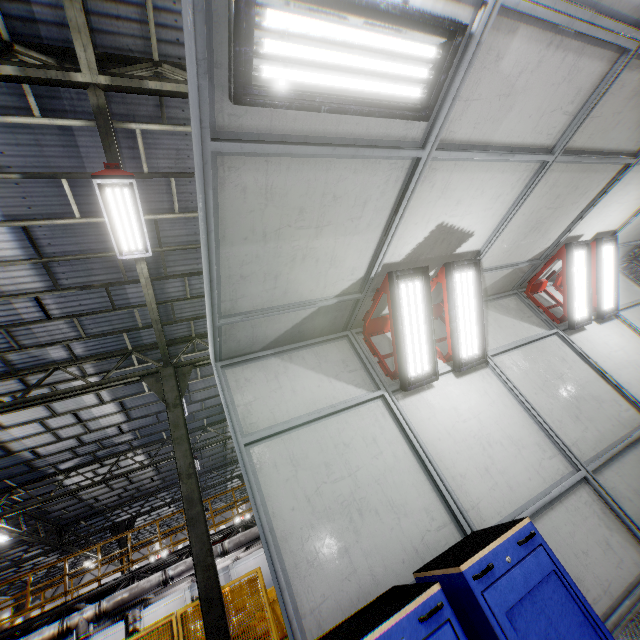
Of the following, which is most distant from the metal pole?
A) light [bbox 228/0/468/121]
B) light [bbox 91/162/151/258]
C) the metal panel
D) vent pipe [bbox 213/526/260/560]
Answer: light [bbox 228/0/468/121]

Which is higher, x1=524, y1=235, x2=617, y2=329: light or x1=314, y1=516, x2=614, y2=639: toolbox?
x1=524, y1=235, x2=617, y2=329: light

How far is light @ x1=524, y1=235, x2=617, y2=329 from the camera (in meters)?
5.84

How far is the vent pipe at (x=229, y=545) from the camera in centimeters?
1213cm

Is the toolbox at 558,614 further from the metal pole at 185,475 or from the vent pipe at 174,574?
the vent pipe at 174,574

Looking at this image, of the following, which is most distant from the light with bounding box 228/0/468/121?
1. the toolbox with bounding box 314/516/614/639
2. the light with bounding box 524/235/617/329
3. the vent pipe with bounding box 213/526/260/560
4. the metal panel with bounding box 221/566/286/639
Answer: the vent pipe with bounding box 213/526/260/560

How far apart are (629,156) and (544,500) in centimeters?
485cm

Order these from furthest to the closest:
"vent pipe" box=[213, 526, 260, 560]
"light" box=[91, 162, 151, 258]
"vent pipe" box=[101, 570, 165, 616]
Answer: "vent pipe" box=[213, 526, 260, 560]
"vent pipe" box=[101, 570, 165, 616]
"light" box=[91, 162, 151, 258]
